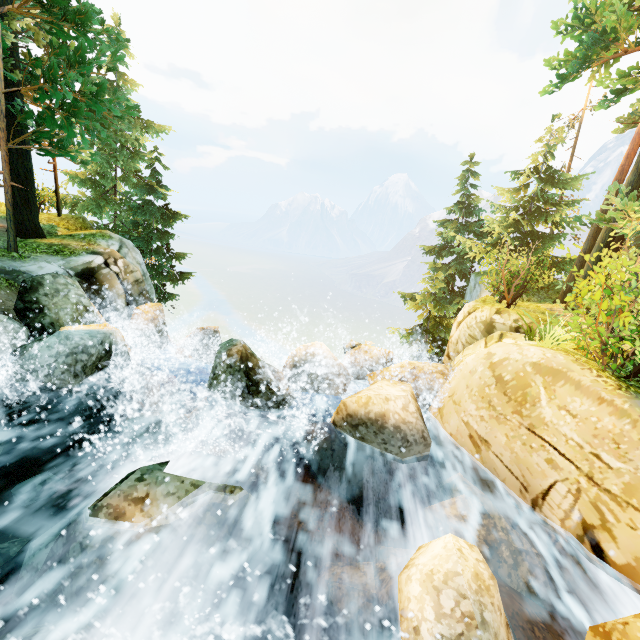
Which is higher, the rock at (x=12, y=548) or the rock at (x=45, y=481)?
the rock at (x=45, y=481)

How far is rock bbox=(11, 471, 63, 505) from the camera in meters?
4.7 m

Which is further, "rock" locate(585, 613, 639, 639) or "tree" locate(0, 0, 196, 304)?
"tree" locate(0, 0, 196, 304)

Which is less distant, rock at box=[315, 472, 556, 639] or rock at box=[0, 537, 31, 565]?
rock at box=[315, 472, 556, 639]

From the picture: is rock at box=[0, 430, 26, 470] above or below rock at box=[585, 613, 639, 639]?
below

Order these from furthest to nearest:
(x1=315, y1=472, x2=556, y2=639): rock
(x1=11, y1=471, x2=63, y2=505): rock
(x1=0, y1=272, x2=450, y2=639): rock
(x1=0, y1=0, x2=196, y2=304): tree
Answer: (x1=0, y1=0, x2=196, y2=304): tree → (x1=11, y1=471, x2=63, y2=505): rock → (x1=0, y1=272, x2=450, y2=639): rock → (x1=315, y1=472, x2=556, y2=639): rock

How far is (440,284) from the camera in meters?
14.8 m

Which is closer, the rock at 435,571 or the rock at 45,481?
the rock at 435,571
